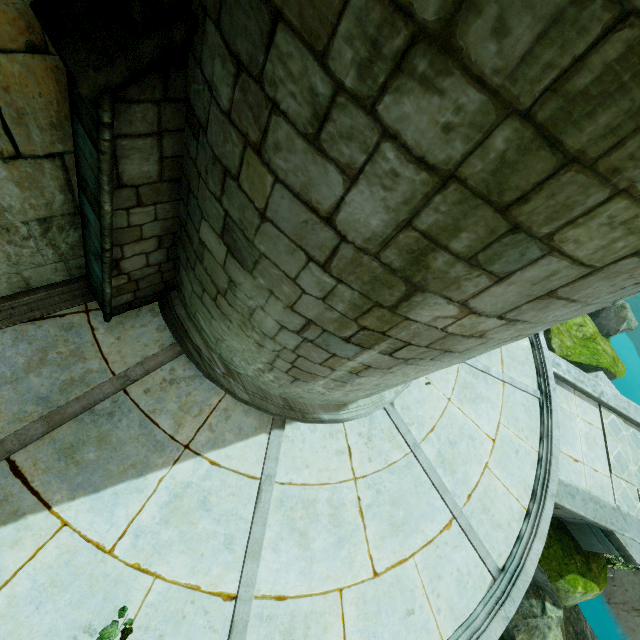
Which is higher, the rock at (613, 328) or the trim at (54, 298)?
the trim at (54, 298)

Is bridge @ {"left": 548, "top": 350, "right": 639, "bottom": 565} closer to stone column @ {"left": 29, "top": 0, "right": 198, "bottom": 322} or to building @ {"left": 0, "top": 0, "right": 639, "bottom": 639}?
building @ {"left": 0, "top": 0, "right": 639, "bottom": 639}

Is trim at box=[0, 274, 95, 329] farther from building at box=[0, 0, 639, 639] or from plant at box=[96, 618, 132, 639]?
plant at box=[96, 618, 132, 639]

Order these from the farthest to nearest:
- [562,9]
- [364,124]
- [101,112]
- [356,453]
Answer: [356,453] → [101,112] → [364,124] → [562,9]

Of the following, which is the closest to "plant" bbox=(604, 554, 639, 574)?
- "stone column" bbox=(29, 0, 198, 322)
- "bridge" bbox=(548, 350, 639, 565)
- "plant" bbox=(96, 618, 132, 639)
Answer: "bridge" bbox=(548, 350, 639, 565)

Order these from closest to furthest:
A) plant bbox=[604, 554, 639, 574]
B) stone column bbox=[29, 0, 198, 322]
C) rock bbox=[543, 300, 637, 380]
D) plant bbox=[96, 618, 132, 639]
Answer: stone column bbox=[29, 0, 198, 322], plant bbox=[96, 618, 132, 639], plant bbox=[604, 554, 639, 574], rock bbox=[543, 300, 637, 380]

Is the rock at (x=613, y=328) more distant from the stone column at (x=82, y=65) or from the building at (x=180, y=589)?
the stone column at (x=82, y=65)

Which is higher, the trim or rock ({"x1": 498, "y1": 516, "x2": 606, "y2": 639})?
the trim
